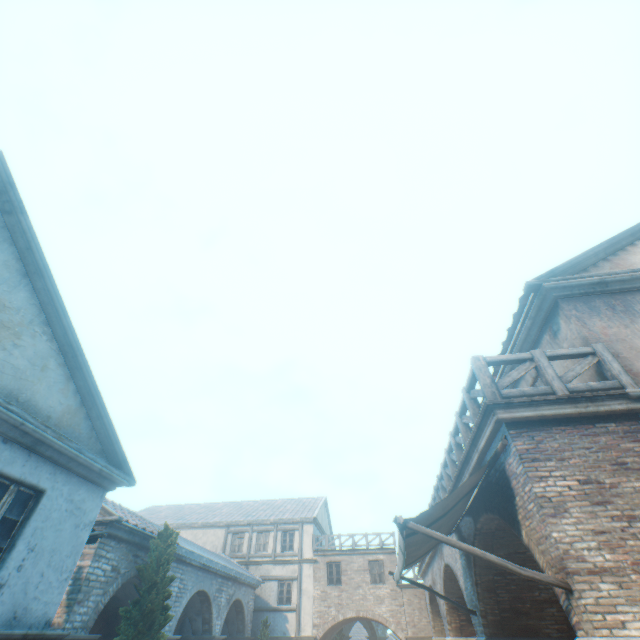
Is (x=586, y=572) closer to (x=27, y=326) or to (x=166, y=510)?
(x=27, y=326)

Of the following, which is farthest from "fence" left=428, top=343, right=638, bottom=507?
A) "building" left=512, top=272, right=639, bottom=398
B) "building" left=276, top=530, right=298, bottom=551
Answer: "building" left=276, top=530, right=298, bottom=551

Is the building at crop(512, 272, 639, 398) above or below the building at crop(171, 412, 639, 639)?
above

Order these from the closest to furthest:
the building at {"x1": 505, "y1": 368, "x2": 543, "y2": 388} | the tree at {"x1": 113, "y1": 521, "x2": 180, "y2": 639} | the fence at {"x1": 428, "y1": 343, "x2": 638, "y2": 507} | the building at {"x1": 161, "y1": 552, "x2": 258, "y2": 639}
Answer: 1. the fence at {"x1": 428, "y1": 343, "x2": 638, "y2": 507}
2. the building at {"x1": 505, "y1": 368, "x2": 543, "y2": 388}
3. the tree at {"x1": 113, "y1": 521, "x2": 180, "y2": 639}
4. the building at {"x1": 161, "y1": 552, "x2": 258, "y2": 639}

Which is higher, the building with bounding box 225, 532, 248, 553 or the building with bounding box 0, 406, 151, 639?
the building with bounding box 225, 532, 248, 553

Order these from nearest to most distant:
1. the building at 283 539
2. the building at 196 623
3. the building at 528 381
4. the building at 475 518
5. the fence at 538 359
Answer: the building at 475 518, the fence at 538 359, the building at 528 381, the building at 196 623, the building at 283 539

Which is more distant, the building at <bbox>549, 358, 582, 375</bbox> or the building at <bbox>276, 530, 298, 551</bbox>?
the building at <bbox>276, 530, 298, 551</bbox>

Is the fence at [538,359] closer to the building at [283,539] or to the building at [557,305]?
the building at [557,305]
